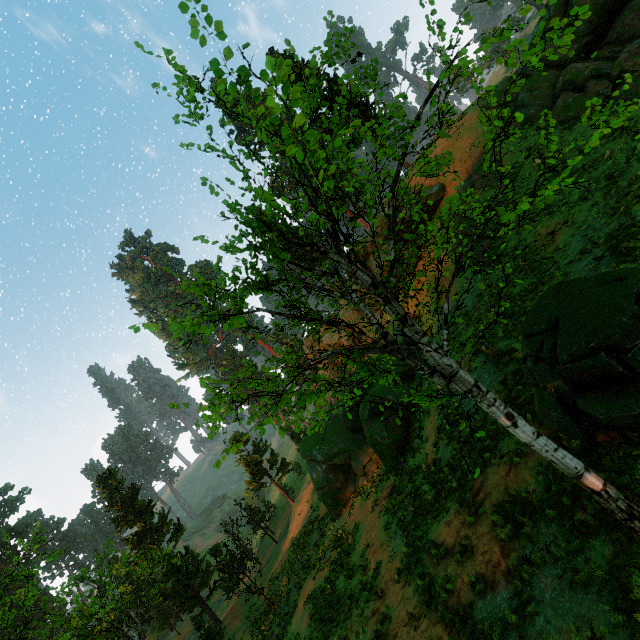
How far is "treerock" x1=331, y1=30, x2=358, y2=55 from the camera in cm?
479

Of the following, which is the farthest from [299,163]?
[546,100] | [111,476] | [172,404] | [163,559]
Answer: [111,476]

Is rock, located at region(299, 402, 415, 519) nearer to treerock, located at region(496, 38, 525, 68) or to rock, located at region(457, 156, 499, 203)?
rock, located at region(457, 156, 499, 203)

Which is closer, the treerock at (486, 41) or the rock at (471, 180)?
the treerock at (486, 41)

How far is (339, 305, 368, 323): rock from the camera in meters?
30.9

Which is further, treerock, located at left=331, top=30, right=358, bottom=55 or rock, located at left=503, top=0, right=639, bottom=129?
→ rock, located at left=503, top=0, right=639, bottom=129

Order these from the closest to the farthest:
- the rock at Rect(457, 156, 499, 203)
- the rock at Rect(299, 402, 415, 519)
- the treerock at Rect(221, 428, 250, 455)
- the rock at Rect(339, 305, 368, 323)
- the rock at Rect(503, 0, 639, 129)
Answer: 1. the treerock at Rect(221, 428, 250, 455)
2. the rock at Rect(503, 0, 639, 129)
3. the rock at Rect(457, 156, 499, 203)
4. the rock at Rect(299, 402, 415, 519)
5. the rock at Rect(339, 305, 368, 323)

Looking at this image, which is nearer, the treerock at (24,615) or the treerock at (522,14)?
the treerock at (522,14)
